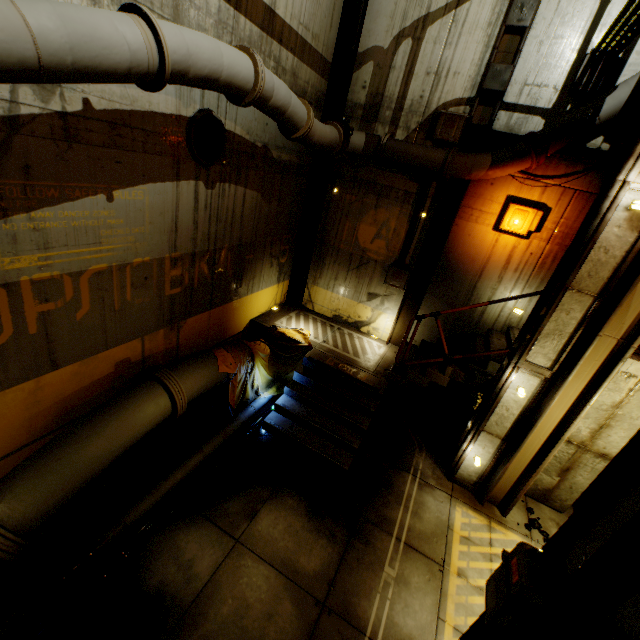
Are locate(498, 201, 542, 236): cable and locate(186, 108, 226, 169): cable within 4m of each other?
no

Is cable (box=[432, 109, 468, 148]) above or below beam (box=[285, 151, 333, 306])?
above

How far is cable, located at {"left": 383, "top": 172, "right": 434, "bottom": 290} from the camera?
7.6m

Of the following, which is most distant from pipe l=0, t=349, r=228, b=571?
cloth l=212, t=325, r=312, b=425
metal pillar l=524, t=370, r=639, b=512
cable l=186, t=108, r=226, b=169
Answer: metal pillar l=524, t=370, r=639, b=512

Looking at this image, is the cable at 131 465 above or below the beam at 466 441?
below

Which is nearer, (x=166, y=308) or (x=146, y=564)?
(x=146, y=564)

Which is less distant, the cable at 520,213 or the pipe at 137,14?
the pipe at 137,14

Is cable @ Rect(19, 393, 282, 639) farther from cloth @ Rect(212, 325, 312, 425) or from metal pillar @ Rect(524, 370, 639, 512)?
metal pillar @ Rect(524, 370, 639, 512)
